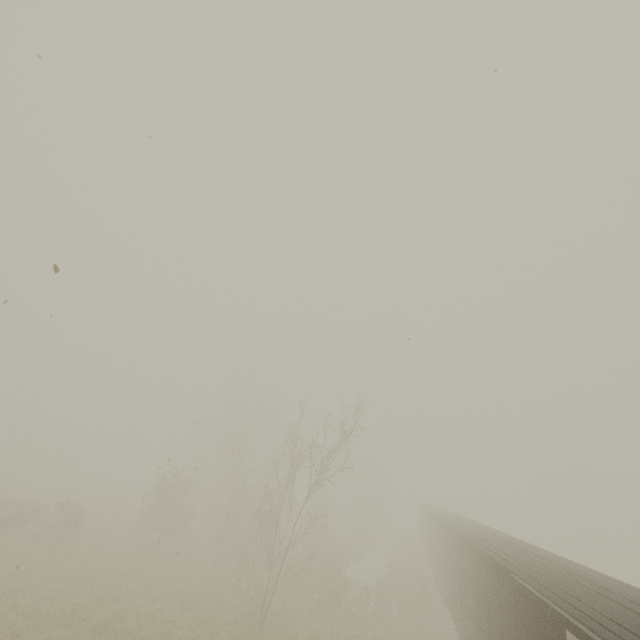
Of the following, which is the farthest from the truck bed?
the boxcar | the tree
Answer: the tree

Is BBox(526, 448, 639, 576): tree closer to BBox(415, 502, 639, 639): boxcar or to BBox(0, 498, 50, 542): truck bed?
BBox(415, 502, 639, 639): boxcar

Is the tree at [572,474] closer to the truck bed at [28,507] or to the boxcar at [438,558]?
the boxcar at [438,558]

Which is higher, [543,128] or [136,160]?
[136,160]

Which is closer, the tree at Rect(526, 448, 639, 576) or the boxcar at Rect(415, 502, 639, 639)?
the boxcar at Rect(415, 502, 639, 639)
